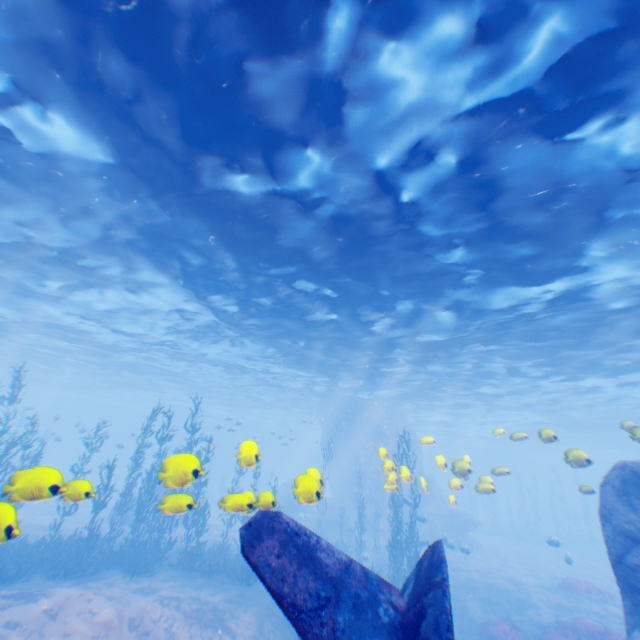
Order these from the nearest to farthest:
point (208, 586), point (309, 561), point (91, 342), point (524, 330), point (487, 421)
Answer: point (309, 561), point (208, 586), point (524, 330), point (91, 342), point (487, 421)

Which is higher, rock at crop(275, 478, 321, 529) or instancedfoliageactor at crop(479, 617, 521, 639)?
rock at crop(275, 478, 321, 529)

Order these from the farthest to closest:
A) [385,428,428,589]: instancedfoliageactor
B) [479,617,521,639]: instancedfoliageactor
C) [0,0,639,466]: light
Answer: [385,428,428,589]: instancedfoliageactor, [479,617,521,639]: instancedfoliageactor, [0,0,639,466]: light

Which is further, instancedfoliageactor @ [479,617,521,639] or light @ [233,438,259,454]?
instancedfoliageactor @ [479,617,521,639]

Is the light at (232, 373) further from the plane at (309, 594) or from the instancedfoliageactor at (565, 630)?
the instancedfoliageactor at (565, 630)

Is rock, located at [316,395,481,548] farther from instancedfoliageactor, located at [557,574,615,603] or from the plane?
instancedfoliageactor, located at [557,574,615,603]

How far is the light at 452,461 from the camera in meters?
10.9 m

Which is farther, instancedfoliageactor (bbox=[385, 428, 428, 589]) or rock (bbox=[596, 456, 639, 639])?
instancedfoliageactor (bbox=[385, 428, 428, 589])
